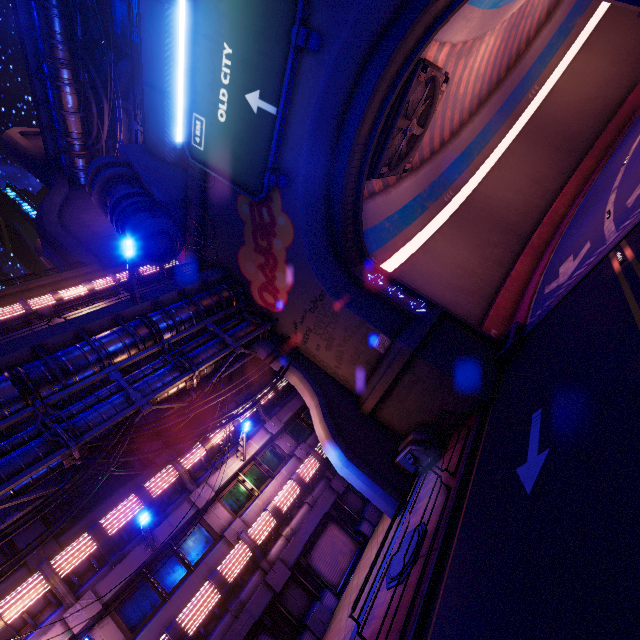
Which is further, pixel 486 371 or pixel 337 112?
pixel 486 371

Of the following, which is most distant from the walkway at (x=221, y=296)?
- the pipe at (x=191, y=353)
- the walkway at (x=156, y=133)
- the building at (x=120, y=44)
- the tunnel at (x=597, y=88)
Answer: the building at (x=120, y=44)

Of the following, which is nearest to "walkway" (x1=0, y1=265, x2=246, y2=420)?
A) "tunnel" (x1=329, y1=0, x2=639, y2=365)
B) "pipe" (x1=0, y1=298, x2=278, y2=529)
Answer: "pipe" (x1=0, y1=298, x2=278, y2=529)

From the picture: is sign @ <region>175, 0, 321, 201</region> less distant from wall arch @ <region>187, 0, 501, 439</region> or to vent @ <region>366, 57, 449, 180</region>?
wall arch @ <region>187, 0, 501, 439</region>

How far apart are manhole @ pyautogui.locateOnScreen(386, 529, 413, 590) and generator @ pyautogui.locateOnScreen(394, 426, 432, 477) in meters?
3.1 m

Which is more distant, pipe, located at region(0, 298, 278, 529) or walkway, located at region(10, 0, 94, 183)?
walkway, located at region(10, 0, 94, 183)

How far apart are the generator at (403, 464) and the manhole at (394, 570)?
3.09m

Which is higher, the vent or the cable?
the vent
